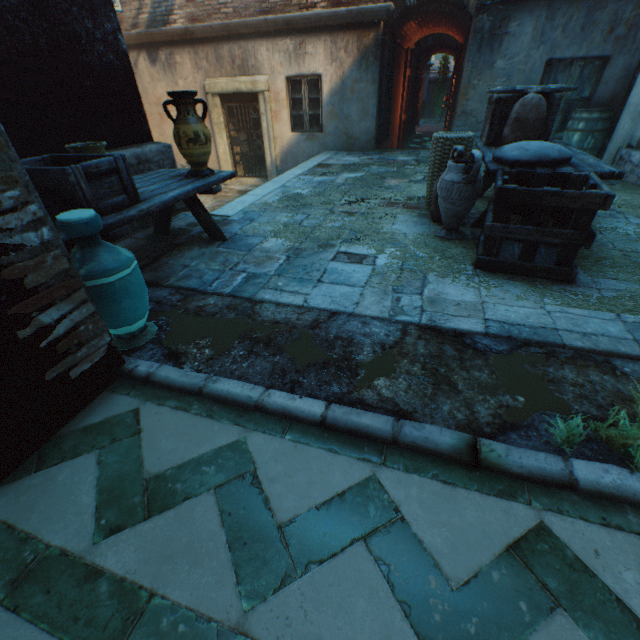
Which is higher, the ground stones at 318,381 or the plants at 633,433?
the plants at 633,433

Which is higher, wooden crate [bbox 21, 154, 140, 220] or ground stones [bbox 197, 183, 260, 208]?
wooden crate [bbox 21, 154, 140, 220]

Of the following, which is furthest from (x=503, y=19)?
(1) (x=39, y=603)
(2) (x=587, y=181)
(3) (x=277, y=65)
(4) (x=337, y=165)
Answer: (1) (x=39, y=603)

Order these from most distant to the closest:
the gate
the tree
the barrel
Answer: the tree
the gate
the barrel

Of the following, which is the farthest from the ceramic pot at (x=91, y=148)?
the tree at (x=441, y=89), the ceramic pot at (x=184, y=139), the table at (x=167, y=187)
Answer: the tree at (x=441, y=89)

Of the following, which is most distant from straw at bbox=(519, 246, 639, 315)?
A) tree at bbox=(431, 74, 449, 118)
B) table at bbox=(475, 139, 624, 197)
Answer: tree at bbox=(431, 74, 449, 118)

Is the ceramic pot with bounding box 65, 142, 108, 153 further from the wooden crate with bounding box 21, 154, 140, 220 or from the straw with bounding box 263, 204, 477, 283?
the straw with bounding box 263, 204, 477, 283

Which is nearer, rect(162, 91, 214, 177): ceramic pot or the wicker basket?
rect(162, 91, 214, 177): ceramic pot
